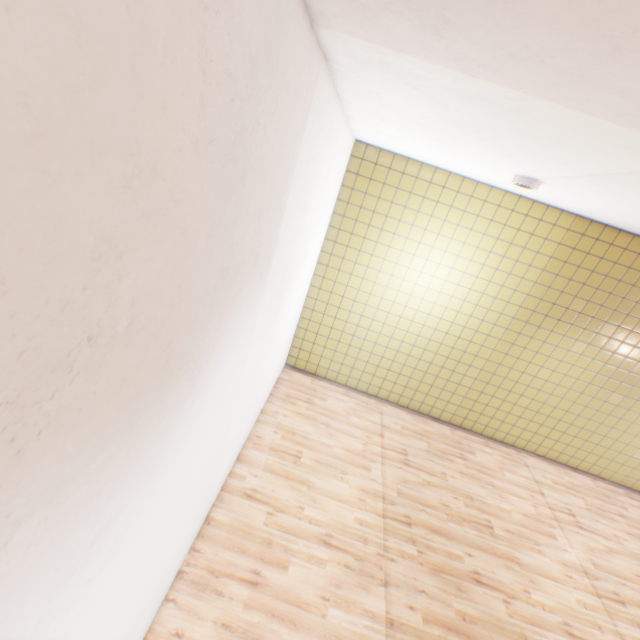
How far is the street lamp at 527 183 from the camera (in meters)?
3.46

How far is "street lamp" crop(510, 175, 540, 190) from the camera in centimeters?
346cm

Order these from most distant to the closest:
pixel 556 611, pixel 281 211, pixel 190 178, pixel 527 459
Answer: pixel 527 459 → pixel 556 611 → pixel 281 211 → pixel 190 178
